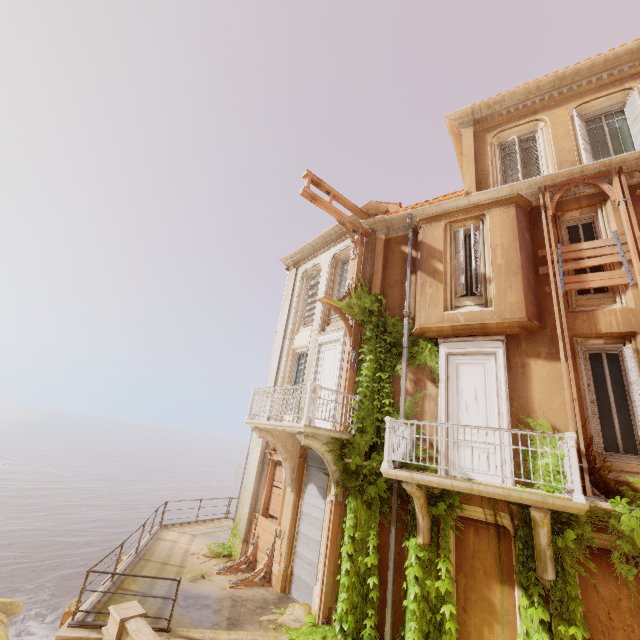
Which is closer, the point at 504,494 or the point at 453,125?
the point at 504,494

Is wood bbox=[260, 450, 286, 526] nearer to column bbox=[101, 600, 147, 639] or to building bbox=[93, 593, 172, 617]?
building bbox=[93, 593, 172, 617]

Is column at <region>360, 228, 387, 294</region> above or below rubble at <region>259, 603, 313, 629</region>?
above

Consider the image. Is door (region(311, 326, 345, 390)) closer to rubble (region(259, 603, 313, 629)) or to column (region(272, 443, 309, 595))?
column (region(272, 443, 309, 595))

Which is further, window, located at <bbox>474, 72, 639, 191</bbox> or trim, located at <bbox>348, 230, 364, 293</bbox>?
trim, located at <bbox>348, 230, 364, 293</bbox>

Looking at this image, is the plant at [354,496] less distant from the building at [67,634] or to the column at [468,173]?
the building at [67,634]

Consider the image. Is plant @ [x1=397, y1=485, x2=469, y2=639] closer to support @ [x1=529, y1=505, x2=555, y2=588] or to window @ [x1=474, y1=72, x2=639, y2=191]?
support @ [x1=529, y1=505, x2=555, y2=588]

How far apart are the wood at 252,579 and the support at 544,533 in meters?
7.6 m
